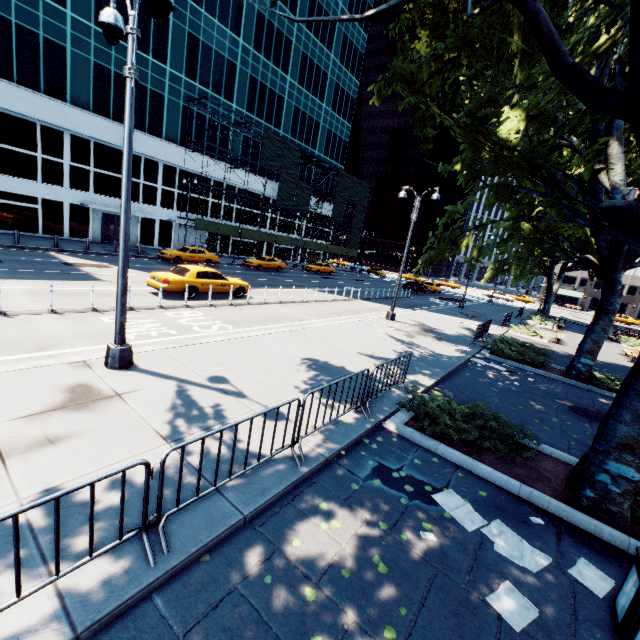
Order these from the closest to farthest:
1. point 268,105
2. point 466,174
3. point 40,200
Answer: point 466,174 → point 40,200 → point 268,105

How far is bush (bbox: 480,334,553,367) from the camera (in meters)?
14.68

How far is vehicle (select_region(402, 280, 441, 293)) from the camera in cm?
3940

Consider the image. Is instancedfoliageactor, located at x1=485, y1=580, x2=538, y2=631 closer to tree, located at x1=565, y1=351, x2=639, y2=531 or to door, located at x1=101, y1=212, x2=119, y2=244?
tree, located at x1=565, y1=351, x2=639, y2=531

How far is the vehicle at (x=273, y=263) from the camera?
33.5m

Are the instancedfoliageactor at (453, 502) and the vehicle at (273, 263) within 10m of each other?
no

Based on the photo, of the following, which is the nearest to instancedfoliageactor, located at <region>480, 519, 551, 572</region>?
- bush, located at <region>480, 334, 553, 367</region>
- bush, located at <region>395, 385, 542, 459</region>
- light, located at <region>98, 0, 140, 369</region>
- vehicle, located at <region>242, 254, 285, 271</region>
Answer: bush, located at <region>395, 385, 542, 459</region>

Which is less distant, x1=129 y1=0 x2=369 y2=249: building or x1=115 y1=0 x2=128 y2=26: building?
x1=115 y1=0 x2=128 y2=26: building
